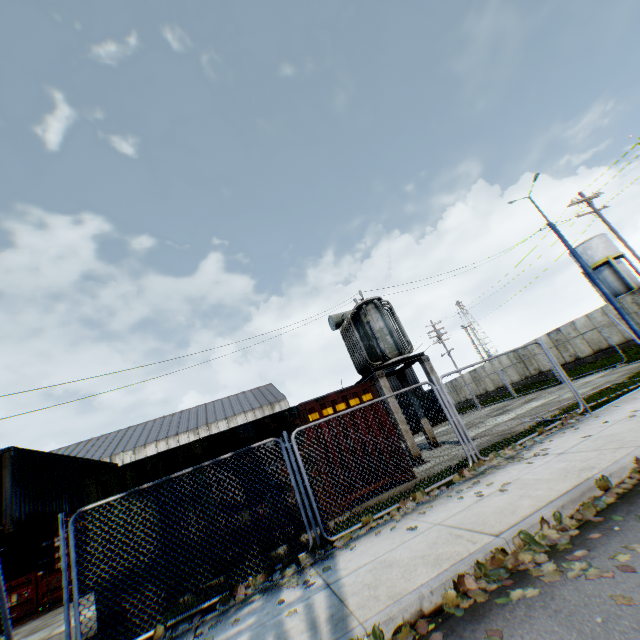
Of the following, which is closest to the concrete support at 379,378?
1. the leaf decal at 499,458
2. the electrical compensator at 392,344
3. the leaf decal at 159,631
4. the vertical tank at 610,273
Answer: the electrical compensator at 392,344

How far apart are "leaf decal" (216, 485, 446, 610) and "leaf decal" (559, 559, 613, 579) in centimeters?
170cm

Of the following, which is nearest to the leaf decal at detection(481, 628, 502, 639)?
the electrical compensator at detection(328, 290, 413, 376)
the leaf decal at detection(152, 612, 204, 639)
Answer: the leaf decal at detection(152, 612, 204, 639)

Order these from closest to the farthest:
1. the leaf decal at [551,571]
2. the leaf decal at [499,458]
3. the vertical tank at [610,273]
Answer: the leaf decal at [551,571]
the leaf decal at [499,458]
the vertical tank at [610,273]

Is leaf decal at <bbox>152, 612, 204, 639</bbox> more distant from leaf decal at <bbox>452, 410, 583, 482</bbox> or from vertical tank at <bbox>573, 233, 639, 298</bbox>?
vertical tank at <bbox>573, 233, 639, 298</bbox>

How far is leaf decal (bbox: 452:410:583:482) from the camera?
6.64m

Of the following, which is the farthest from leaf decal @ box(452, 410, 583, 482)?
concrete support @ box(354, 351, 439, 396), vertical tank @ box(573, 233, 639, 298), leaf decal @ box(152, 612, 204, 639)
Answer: vertical tank @ box(573, 233, 639, 298)

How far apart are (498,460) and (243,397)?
56.9 meters
